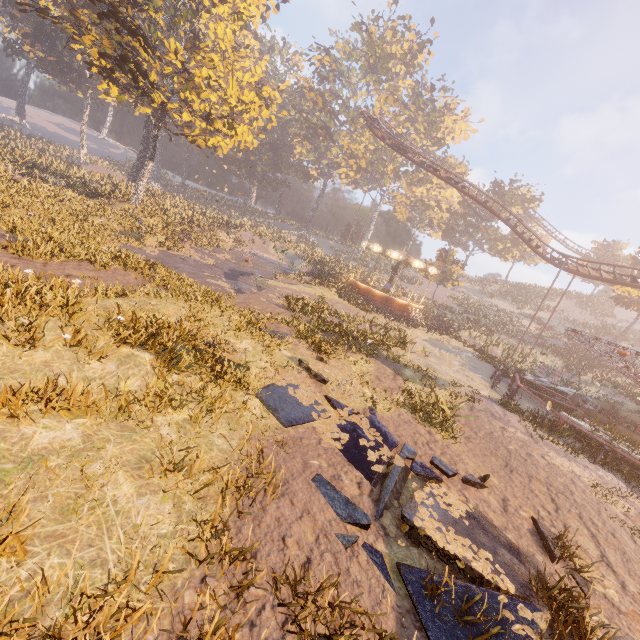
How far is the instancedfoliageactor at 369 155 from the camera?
52.5m

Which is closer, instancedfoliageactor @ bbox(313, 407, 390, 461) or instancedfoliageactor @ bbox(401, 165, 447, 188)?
instancedfoliageactor @ bbox(313, 407, 390, 461)

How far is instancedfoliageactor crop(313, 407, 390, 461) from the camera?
6.87m

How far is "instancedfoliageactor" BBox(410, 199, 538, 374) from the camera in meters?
28.1 m

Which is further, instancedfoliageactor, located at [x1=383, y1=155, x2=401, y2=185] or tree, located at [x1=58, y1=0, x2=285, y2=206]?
instancedfoliageactor, located at [x1=383, y1=155, x2=401, y2=185]

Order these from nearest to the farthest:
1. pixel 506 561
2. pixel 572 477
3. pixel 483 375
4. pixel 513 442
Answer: pixel 506 561
pixel 572 477
pixel 513 442
pixel 483 375

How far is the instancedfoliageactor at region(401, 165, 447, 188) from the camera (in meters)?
55.81

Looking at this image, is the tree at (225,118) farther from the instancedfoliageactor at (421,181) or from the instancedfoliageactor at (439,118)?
the instancedfoliageactor at (421,181)
